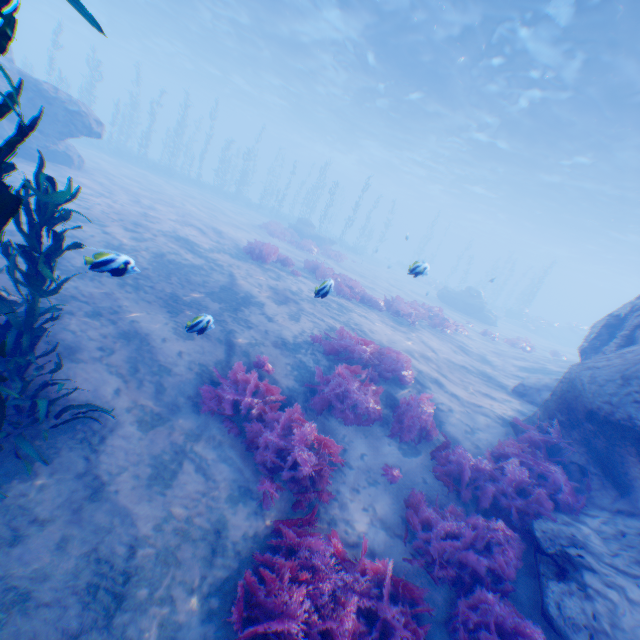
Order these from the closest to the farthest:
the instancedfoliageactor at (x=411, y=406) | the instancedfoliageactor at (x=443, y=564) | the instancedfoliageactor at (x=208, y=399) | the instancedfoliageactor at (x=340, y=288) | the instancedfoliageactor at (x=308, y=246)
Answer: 1. the instancedfoliageactor at (x=443, y=564)
2. the instancedfoliageactor at (x=208, y=399)
3. the instancedfoliageactor at (x=411, y=406)
4. the instancedfoliageactor at (x=340, y=288)
5. the instancedfoliageactor at (x=308, y=246)

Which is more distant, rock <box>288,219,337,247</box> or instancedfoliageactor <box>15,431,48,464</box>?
rock <box>288,219,337,247</box>

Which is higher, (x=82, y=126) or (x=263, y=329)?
(x=82, y=126)

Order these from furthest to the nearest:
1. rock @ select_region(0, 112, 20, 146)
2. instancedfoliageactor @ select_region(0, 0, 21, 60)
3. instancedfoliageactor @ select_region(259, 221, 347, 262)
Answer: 1. instancedfoliageactor @ select_region(259, 221, 347, 262)
2. rock @ select_region(0, 112, 20, 146)
3. instancedfoliageactor @ select_region(0, 0, 21, 60)

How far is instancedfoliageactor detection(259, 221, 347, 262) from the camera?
21.33m

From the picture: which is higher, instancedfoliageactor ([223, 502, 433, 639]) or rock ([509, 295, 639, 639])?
rock ([509, 295, 639, 639])

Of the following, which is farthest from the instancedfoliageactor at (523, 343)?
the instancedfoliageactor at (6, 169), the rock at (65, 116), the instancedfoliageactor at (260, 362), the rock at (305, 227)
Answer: the instancedfoliageactor at (6, 169)

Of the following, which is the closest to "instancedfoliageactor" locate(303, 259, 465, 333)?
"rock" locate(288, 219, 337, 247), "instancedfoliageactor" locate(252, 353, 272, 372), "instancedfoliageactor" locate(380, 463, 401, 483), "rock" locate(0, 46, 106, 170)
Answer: "rock" locate(0, 46, 106, 170)
